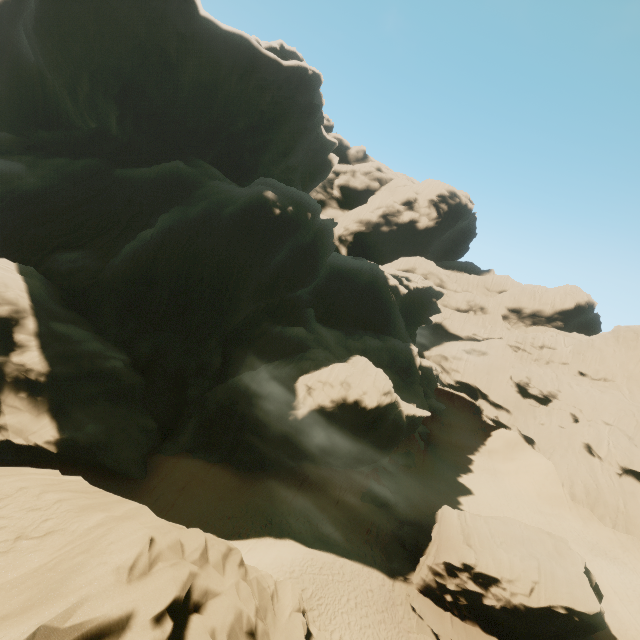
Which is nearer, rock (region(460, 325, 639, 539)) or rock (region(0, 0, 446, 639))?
rock (region(0, 0, 446, 639))

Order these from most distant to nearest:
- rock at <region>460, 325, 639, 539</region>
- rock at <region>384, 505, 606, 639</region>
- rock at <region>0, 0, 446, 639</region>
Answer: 1. rock at <region>460, 325, 639, 539</region>
2. rock at <region>384, 505, 606, 639</region>
3. rock at <region>0, 0, 446, 639</region>

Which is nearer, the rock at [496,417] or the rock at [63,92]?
the rock at [63,92]

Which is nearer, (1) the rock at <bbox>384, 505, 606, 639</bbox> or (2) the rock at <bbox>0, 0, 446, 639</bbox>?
(2) the rock at <bbox>0, 0, 446, 639</bbox>

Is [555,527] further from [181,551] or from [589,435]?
[181,551]

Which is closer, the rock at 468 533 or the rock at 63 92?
the rock at 63 92

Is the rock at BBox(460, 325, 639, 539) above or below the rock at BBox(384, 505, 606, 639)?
above
